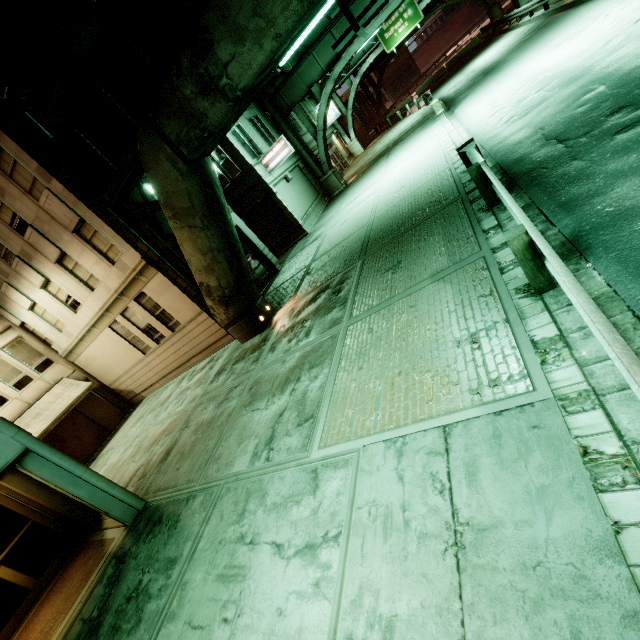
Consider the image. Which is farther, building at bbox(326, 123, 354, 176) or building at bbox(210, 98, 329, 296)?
building at bbox(326, 123, 354, 176)

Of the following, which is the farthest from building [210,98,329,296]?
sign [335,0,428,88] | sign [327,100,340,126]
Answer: sign [335,0,428,88]

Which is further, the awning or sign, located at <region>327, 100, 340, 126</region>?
sign, located at <region>327, 100, 340, 126</region>

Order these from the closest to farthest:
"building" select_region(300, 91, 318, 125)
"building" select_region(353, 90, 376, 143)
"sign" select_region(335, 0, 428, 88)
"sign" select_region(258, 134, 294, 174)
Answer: "sign" select_region(258, 134, 294, 174) < "sign" select_region(335, 0, 428, 88) < "building" select_region(300, 91, 318, 125) < "building" select_region(353, 90, 376, 143)

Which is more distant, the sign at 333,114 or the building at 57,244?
the sign at 333,114

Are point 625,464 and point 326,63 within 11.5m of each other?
no

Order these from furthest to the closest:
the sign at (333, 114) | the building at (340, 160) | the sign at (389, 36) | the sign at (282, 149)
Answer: the sign at (333, 114)
the building at (340, 160)
the sign at (389, 36)
the sign at (282, 149)

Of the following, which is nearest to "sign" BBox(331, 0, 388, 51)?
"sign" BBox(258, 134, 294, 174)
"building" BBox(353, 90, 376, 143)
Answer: "sign" BBox(258, 134, 294, 174)
